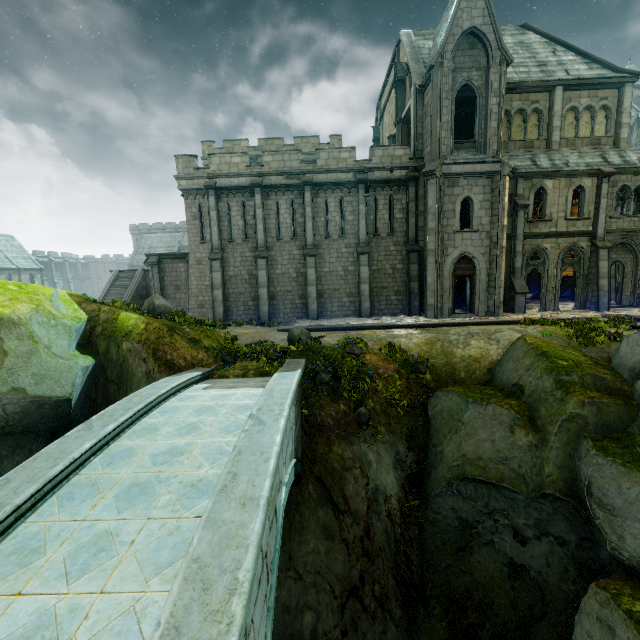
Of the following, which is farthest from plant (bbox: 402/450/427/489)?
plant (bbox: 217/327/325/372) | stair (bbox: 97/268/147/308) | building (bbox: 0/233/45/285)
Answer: building (bbox: 0/233/45/285)

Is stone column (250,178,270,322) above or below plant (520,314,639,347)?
above

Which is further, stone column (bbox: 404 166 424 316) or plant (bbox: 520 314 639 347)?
stone column (bbox: 404 166 424 316)

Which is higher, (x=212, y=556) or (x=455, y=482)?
(x=212, y=556)

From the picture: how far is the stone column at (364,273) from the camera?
20.44m

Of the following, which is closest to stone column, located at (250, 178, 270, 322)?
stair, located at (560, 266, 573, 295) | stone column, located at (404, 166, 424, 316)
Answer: stone column, located at (404, 166, 424, 316)

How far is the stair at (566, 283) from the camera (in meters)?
25.34

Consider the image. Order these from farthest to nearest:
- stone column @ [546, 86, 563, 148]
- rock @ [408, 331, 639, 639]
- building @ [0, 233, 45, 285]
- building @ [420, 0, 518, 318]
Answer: building @ [0, 233, 45, 285]
stone column @ [546, 86, 563, 148]
building @ [420, 0, 518, 318]
rock @ [408, 331, 639, 639]
